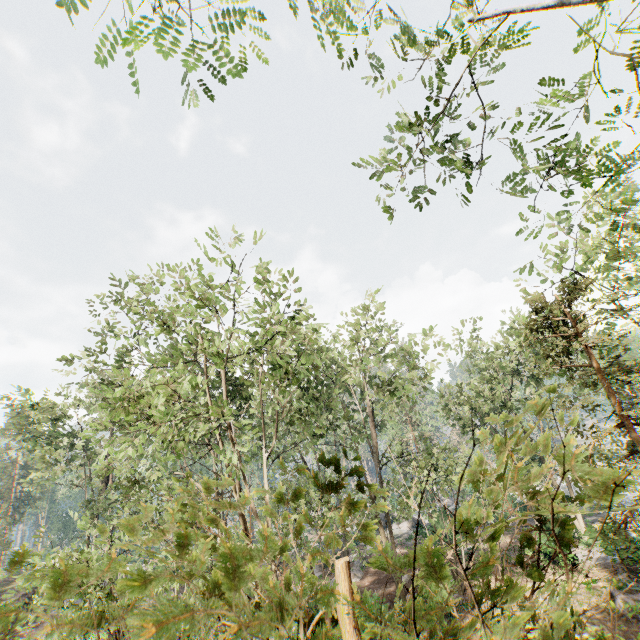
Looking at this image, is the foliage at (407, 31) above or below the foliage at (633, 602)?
above

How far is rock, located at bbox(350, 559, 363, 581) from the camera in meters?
26.0

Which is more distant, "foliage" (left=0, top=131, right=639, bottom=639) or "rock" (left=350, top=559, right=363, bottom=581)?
"rock" (left=350, top=559, right=363, bottom=581)

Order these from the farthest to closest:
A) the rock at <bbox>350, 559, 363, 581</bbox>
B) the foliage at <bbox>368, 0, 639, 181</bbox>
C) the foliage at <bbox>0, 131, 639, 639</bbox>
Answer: the rock at <bbox>350, 559, 363, 581</bbox>, the foliage at <bbox>368, 0, 639, 181</bbox>, the foliage at <bbox>0, 131, 639, 639</bbox>

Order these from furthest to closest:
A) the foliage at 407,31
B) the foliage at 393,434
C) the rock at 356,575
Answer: the rock at 356,575, the foliage at 407,31, the foliage at 393,434

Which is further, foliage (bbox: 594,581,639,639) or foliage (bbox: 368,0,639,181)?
foliage (bbox: 368,0,639,181)

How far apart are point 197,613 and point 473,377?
32.44m
